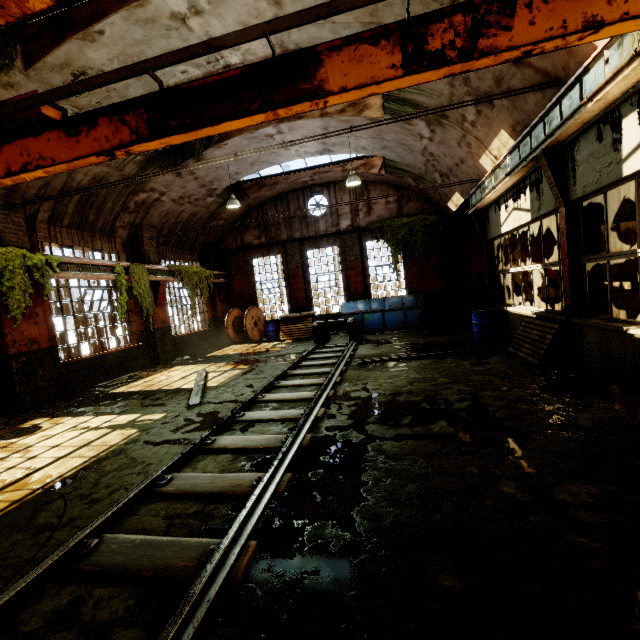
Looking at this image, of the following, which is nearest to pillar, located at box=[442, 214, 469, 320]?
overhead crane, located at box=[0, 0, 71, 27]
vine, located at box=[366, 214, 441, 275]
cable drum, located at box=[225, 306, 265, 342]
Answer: vine, located at box=[366, 214, 441, 275]

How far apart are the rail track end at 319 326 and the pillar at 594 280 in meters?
6.8 m

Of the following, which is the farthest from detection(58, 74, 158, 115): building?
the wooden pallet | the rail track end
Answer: the rail track end

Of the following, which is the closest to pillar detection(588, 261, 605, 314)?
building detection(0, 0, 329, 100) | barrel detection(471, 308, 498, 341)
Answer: building detection(0, 0, 329, 100)

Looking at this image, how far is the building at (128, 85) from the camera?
7.4m

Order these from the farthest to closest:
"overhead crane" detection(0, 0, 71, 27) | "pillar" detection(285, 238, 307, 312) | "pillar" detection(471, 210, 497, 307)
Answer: "pillar" detection(285, 238, 307, 312) → "pillar" detection(471, 210, 497, 307) → "overhead crane" detection(0, 0, 71, 27)

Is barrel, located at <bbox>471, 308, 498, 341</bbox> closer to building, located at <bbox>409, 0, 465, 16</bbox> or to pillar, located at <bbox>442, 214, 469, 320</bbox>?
building, located at <bbox>409, 0, 465, 16</bbox>

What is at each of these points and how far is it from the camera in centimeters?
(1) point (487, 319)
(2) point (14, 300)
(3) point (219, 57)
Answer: (1) barrel, 980cm
(2) vine, 754cm
(3) building, 741cm
